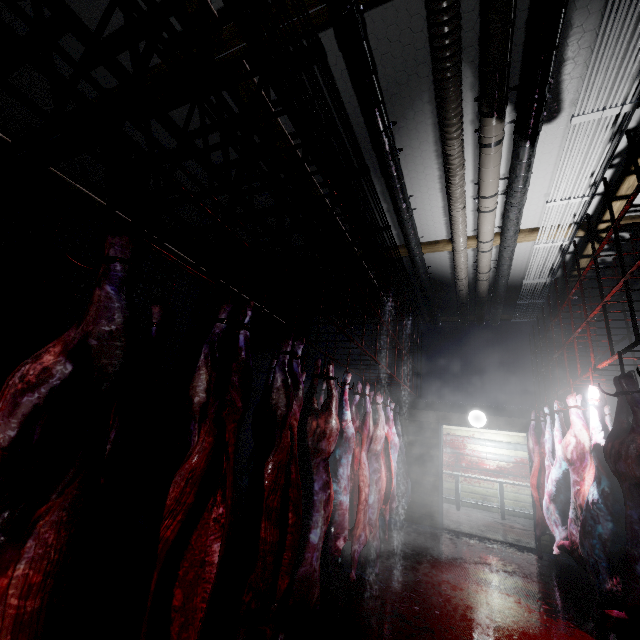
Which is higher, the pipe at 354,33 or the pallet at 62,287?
the pipe at 354,33

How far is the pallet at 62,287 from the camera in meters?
2.8

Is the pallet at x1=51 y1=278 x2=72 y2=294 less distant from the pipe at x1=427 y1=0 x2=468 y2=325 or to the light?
the pipe at x1=427 y1=0 x2=468 y2=325

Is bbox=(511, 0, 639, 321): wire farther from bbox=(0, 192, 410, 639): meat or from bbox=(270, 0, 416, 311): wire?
bbox=(0, 192, 410, 639): meat

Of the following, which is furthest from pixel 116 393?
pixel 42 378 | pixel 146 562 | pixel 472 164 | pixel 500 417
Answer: pixel 500 417

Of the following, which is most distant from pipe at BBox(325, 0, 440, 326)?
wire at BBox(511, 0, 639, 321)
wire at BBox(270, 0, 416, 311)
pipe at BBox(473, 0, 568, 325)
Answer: wire at BBox(511, 0, 639, 321)

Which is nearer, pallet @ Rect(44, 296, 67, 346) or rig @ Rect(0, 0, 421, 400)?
rig @ Rect(0, 0, 421, 400)

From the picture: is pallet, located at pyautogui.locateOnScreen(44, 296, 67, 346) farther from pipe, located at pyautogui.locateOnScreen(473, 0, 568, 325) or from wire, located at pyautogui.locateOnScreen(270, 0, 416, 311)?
pipe, located at pyautogui.locateOnScreen(473, 0, 568, 325)
